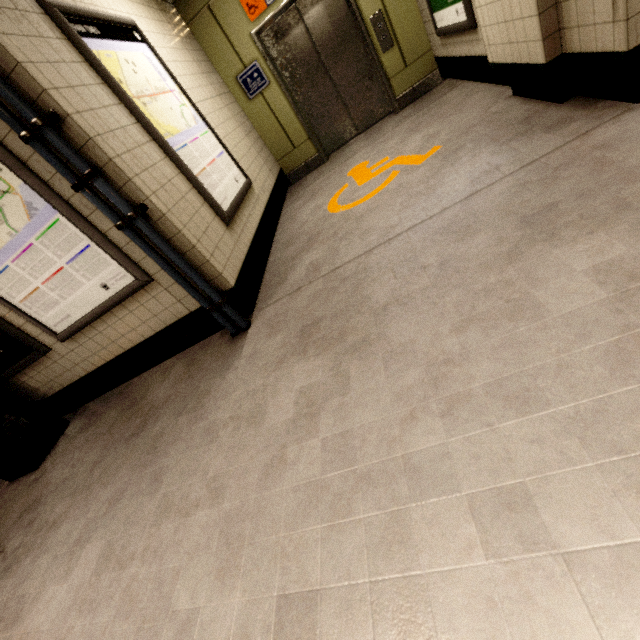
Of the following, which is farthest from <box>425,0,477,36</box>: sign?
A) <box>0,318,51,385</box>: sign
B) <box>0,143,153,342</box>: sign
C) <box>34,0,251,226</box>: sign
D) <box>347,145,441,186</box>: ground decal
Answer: <box>0,318,51,385</box>: sign

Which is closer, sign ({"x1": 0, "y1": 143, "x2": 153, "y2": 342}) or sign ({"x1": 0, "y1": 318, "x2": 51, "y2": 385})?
sign ({"x1": 0, "y1": 143, "x2": 153, "y2": 342})

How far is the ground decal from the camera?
3.2m

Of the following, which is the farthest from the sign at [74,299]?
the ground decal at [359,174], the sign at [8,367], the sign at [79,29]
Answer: the ground decal at [359,174]

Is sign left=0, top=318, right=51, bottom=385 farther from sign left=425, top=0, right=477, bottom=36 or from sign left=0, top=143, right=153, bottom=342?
sign left=425, top=0, right=477, bottom=36

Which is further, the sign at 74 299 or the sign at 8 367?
the sign at 8 367

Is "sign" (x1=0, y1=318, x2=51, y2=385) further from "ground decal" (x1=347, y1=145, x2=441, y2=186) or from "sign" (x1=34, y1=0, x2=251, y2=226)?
"ground decal" (x1=347, y1=145, x2=441, y2=186)

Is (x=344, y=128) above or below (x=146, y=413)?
above
